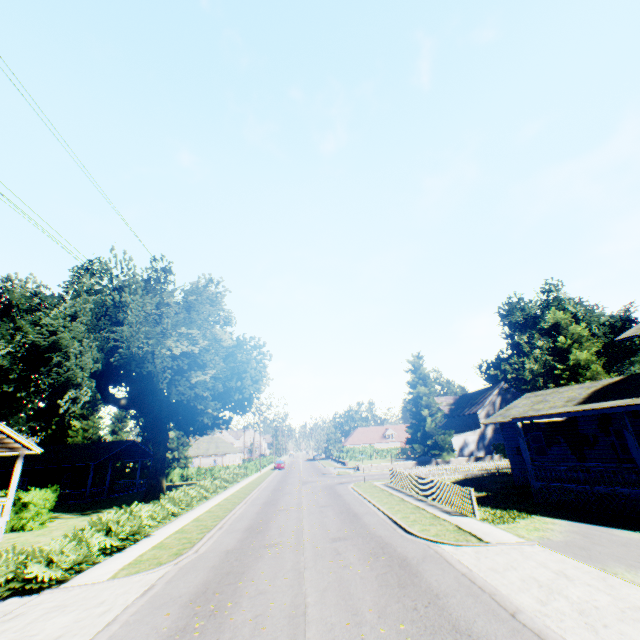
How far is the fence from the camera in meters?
15.7

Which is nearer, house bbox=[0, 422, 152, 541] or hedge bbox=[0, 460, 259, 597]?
hedge bbox=[0, 460, 259, 597]

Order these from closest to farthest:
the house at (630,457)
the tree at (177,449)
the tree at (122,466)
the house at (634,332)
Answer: the house at (630,457) → the house at (634,332) → the tree at (122,466) → the tree at (177,449)

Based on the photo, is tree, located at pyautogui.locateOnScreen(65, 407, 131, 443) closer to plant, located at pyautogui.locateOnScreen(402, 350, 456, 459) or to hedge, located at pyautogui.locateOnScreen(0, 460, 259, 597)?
hedge, located at pyautogui.locateOnScreen(0, 460, 259, 597)

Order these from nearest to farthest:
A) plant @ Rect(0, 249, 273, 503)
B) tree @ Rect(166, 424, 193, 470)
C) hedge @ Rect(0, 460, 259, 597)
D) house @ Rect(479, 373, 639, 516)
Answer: hedge @ Rect(0, 460, 259, 597) → house @ Rect(479, 373, 639, 516) → plant @ Rect(0, 249, 273, 503) → tree @ Rect(166, 424, 193, 470)

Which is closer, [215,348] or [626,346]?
[215,348]

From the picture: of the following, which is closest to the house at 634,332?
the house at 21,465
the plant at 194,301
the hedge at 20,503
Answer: the plant at 194,301

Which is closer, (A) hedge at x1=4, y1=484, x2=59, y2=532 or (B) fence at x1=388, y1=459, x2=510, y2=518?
(B) fence at x1=388, y1=459, x2=510, y2=518
